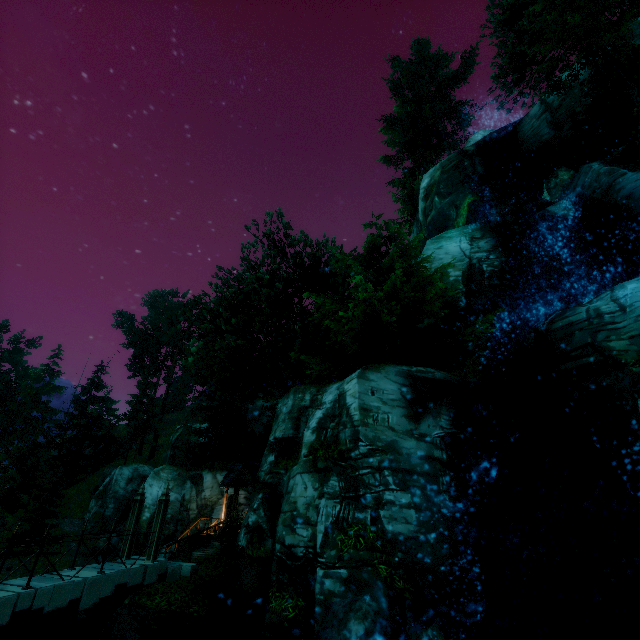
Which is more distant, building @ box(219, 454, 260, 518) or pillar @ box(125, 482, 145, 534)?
building @ box(219, 454, 260, 518)

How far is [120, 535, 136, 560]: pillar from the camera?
12.8 meters

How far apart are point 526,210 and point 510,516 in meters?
16.7 m

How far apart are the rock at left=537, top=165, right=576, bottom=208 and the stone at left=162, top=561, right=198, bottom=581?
24.9 meters

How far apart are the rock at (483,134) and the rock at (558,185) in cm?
842

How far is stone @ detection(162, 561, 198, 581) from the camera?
12.72m

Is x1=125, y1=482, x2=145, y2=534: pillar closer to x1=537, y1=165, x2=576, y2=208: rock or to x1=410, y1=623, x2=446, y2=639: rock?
x1=410, y1=623, x2=446, y2=639: rock

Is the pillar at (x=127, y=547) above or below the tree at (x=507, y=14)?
below
